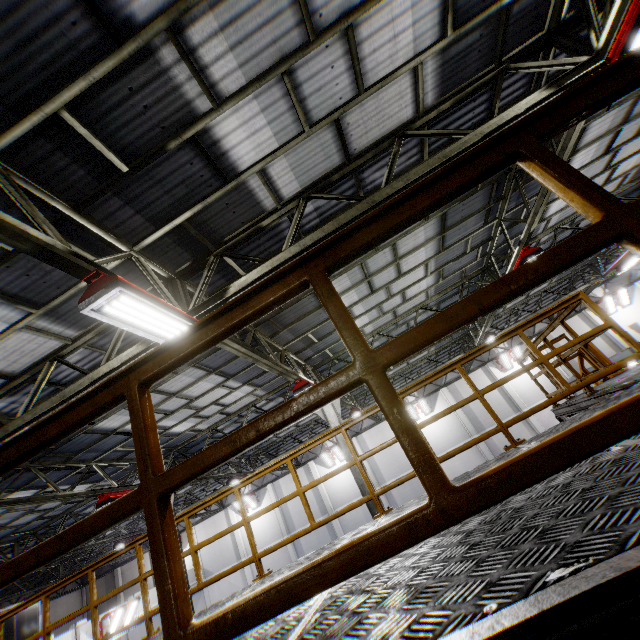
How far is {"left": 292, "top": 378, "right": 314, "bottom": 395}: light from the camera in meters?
9.6

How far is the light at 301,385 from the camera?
9.6m

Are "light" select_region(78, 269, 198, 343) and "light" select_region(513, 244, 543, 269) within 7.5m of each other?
no

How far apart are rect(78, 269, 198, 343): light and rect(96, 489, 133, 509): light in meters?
8.6 m

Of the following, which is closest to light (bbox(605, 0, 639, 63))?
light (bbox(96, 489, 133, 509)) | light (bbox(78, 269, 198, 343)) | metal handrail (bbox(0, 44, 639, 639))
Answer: metal handrail (bbox(0, 44, 639, 639))

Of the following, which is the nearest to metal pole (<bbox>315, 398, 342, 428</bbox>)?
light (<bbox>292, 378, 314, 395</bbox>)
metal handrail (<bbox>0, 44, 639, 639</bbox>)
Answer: light (<bbox>292, 378, 314, 395</bbox>)

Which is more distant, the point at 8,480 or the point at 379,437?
the point at 379,437

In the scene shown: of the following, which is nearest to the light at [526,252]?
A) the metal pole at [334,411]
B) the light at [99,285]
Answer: the metal pole at [334,411]
